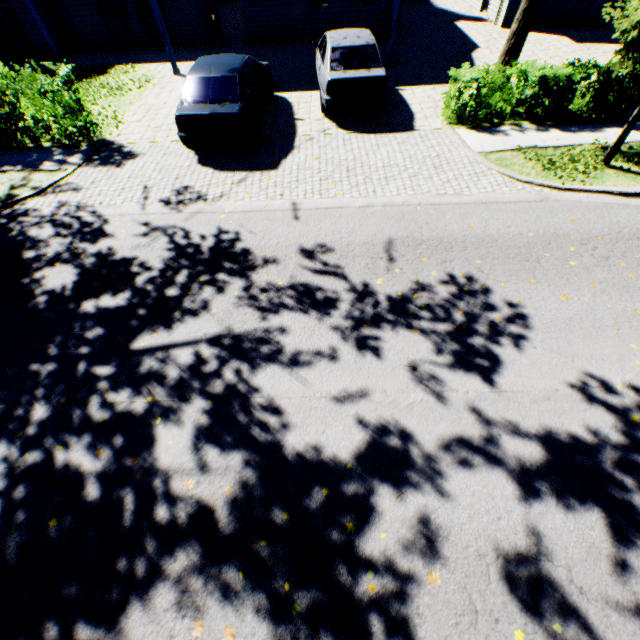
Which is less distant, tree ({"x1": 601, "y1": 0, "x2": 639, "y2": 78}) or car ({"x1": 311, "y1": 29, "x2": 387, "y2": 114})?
tree ({"x1": 601, "y1": 0, "x2": 639, "y2": 78})

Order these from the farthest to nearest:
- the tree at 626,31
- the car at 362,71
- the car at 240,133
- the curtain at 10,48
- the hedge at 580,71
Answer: the curtain at 10,48 → the car at 362,71 → the hedge at 580,71 → the car at 240,133 → the tree at 626,31

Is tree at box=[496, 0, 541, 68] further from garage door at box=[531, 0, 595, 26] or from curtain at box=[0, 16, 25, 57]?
garage door at box=[531, 0, 595, 26]

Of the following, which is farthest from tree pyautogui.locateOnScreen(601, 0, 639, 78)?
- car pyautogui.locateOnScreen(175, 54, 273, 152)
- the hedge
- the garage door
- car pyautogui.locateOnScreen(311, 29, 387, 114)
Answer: the garage door

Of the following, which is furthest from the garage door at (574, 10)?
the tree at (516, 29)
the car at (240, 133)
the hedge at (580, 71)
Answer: the car at (240, 133)

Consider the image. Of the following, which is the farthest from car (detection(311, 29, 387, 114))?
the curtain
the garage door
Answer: the curtain

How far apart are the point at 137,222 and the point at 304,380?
5.4m
